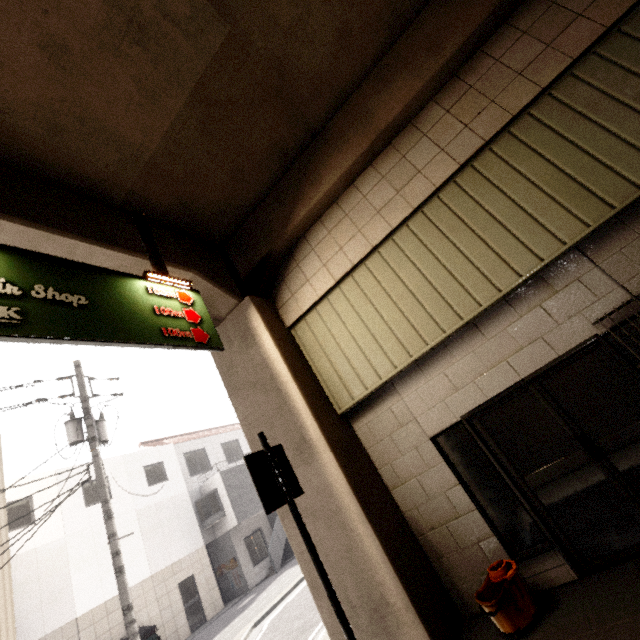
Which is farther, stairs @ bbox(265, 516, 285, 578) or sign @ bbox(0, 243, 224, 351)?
stairs @ bbox(265, 516, 285, 578)

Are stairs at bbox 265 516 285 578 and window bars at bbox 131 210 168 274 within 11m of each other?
no

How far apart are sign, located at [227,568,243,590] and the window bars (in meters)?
18.66

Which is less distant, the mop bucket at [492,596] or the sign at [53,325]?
the sign at [53,325]

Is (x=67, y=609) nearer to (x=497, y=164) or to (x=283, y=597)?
(x=283, y=597)

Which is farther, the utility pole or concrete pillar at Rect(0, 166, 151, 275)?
the utility pole

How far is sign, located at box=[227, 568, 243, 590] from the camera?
17.1 meters

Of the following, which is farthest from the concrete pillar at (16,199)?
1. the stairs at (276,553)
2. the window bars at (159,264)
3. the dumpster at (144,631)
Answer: the stairs at (276,553)
